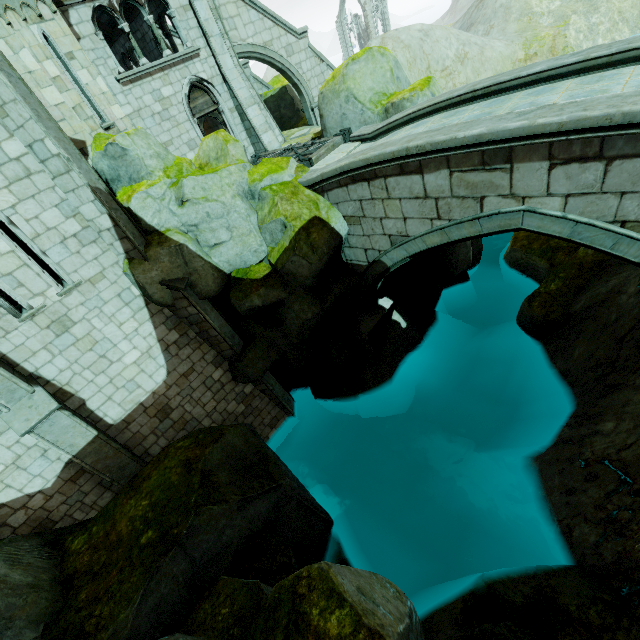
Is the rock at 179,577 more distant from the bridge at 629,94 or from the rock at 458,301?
the rock at 458,301

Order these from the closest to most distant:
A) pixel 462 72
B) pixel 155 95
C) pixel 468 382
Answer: pixel 155 95, pixel 468 382, pixel 462 72

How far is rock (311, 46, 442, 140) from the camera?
10.45m

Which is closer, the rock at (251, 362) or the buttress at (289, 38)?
the rock at (251, 362)

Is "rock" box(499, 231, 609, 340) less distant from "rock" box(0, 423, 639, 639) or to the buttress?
the buttress

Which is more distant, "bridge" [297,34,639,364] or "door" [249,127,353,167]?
"door" [249,127,353,167]

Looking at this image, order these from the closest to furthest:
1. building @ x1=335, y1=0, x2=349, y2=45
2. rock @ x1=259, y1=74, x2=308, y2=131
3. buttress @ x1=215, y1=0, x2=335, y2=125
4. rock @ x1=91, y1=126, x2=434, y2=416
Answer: rock @ x1=91, y1=126, x2=434, y2=416, buttress @ x1=215, y1=0, x2=335, y2=125, rock @ x1=259, y1=74, x2=308, y2=131, building @ x1=335, y1=0, x2=349, y2=45
